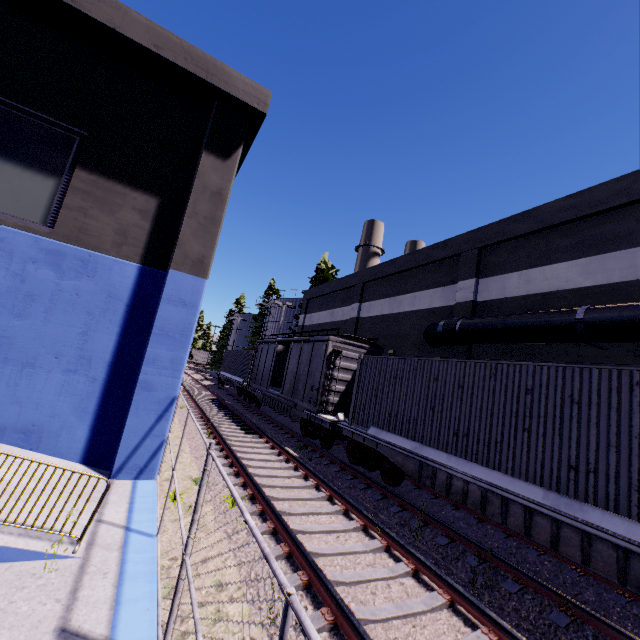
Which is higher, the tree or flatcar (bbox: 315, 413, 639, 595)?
the tree

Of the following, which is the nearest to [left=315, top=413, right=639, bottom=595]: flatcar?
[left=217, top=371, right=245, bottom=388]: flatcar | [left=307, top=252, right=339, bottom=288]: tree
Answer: [left=217, top=371, right=245, bottom=388]: flatcar

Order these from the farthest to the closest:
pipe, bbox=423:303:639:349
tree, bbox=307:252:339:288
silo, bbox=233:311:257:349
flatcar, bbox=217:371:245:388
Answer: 1. silo, bbox=233:311:257:349
2. tree, bbox=307:252:339:288
3. flatcar, bbox=217:371:245:388
4. pipe, bbox=423:303:639:349

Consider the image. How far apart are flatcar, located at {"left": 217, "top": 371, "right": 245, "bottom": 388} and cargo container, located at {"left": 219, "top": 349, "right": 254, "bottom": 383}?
0.0m

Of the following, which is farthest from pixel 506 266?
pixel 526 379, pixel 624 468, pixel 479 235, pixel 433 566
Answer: pixel 433 566

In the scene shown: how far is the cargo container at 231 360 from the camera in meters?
25.9

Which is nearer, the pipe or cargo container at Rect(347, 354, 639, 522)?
cargo container at Rect(347, 354, 639, 522)

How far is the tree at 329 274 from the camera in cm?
3416
